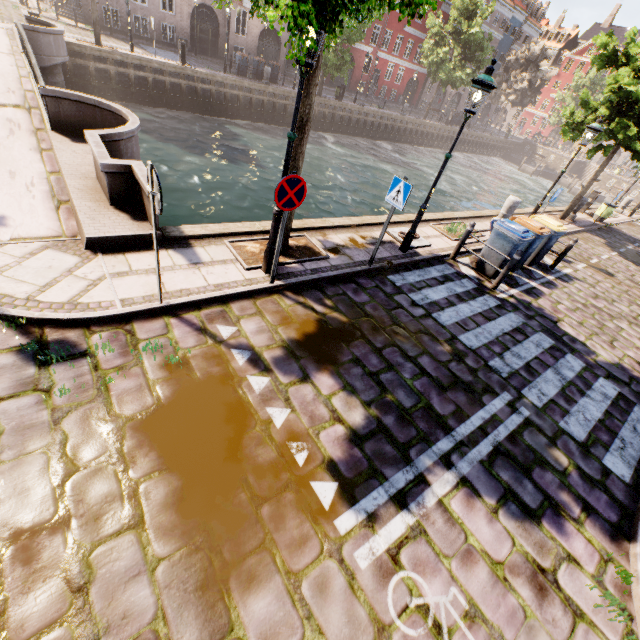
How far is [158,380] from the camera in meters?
3.9

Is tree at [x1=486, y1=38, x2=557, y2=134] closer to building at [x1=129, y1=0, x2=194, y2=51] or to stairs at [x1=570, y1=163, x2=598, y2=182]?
building at [x1=129, y1=0, x2=194, y2=51]

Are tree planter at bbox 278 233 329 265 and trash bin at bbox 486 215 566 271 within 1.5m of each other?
no

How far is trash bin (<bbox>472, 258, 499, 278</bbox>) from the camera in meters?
8.6 m

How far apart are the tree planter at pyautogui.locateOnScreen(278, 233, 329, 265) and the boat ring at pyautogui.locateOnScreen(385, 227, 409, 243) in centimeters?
266cm

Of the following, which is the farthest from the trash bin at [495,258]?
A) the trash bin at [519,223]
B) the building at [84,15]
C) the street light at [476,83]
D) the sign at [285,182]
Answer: the building at [84,15]

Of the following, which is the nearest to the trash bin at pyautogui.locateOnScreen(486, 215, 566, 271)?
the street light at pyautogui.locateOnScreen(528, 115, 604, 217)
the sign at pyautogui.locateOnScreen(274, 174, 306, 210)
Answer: the street light at pyautogui.locateOnScreen(528, 115, 604, 217)

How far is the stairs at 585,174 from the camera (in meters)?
45.94
